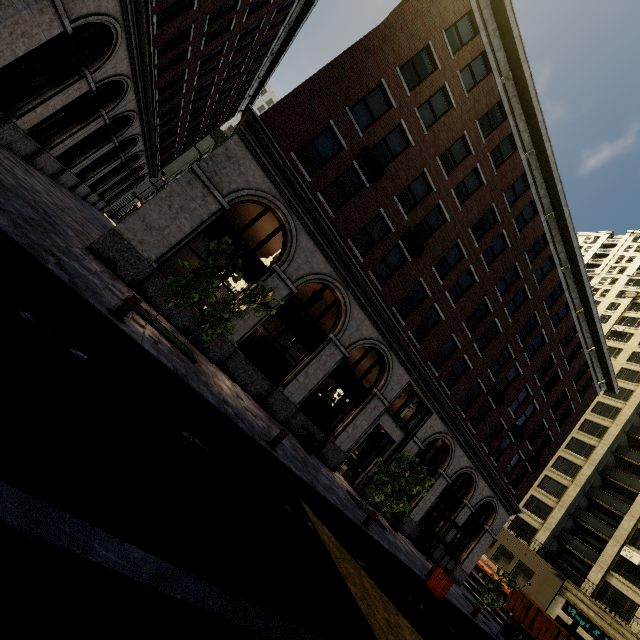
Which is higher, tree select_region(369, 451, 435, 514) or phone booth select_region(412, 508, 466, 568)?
tree select_region(369, 451, 435, 514)

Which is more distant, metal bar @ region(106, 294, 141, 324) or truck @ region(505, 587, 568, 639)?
truck @ region(505, 587, 568, 639)

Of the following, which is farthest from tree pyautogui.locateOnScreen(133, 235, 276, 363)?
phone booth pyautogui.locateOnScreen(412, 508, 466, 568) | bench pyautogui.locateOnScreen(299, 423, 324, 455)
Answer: phone booth pyautogui.locateOnScreen(412, 508, 466, 568)

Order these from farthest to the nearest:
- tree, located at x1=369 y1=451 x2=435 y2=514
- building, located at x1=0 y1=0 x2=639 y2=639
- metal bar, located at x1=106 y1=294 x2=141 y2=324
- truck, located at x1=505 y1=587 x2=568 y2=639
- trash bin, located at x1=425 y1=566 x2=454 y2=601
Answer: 1. truck, located at x1=505 y1=587 x2=568 y2=639
2. tree, located at x1=369 y1=451 x2=435 y2=514
3. building, located at x1=0 y1=0 x2=639 y2=639
4. trash bin, located at x1=425 y1=566 x2=454 y2=601
5. metal bar, located at x1=106 y1=294 x2=141 y2=324

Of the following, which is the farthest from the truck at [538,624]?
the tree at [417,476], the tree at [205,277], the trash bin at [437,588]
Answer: the tree at [205,277]

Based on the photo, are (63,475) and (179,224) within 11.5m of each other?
yes

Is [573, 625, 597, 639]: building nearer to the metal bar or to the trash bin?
the metal bar

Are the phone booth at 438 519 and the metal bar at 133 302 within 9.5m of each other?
no
